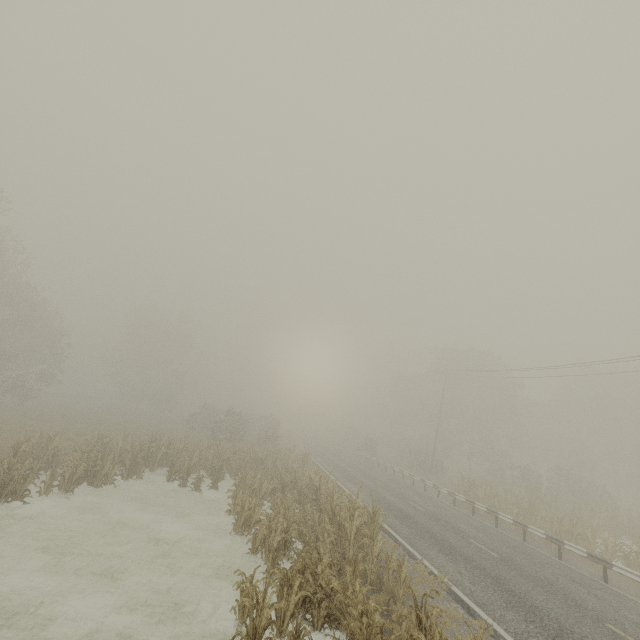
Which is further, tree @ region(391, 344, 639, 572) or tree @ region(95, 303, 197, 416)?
tree @ region(95, 303, 197, 416)

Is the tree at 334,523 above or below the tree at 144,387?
below

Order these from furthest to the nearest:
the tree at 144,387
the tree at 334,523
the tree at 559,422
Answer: the tree at 144,387 → the tree at 559,422 → the tree at 334,523

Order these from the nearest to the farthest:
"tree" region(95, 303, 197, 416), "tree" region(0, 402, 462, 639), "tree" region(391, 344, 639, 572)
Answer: "tree" region(0, 402, 462, 639)
"tree" region(391, 344, 639, 572)
"tree" region(95, 303, 197, 416)

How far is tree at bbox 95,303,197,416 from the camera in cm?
4950

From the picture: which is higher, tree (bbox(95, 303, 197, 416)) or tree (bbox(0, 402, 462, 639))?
tree (bbox(95, 303, 197, 416))

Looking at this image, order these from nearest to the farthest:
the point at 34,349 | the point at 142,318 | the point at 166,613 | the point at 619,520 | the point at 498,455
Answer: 1. the point at 166,613
2. the point at 619,520
3. the point at 34,349
4. the point at 498,455
5. the point at 142,318
